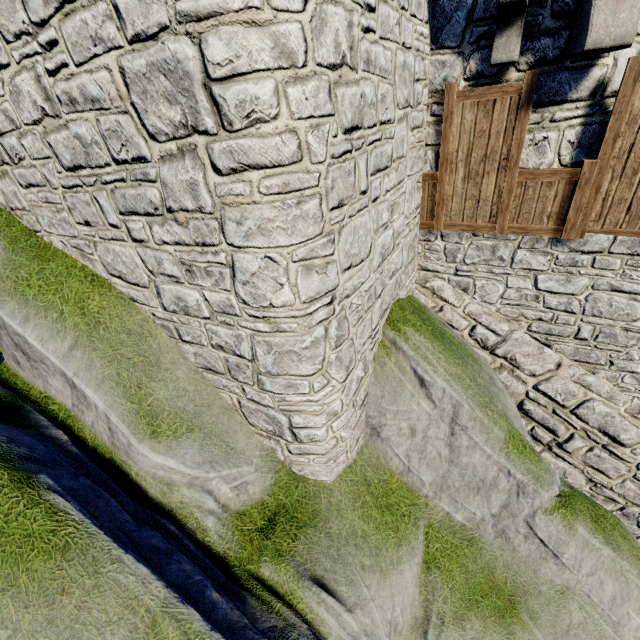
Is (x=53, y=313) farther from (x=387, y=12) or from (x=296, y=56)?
(x=387, y=12)
